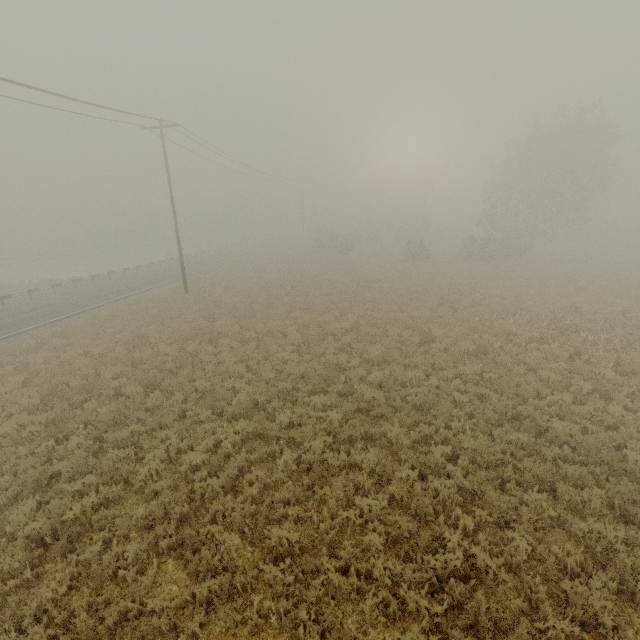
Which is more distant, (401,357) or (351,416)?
(401,357)
